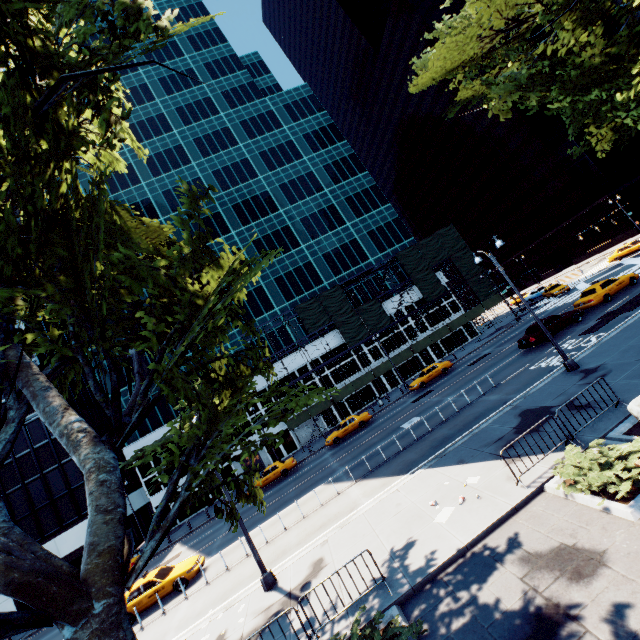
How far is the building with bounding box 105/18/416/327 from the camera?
46.8m

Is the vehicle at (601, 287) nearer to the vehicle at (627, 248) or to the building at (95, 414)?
the vehicle at (627, 248)

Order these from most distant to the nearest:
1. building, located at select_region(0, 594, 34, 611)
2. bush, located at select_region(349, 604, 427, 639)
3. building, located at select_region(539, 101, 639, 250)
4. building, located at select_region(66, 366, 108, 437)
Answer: building, located at select_region(539, 101, 639, 250) < building, located at select_region(66, 366, 108, 437) < building, located at select_region(0, 594, 34, 611) < bush, located at select_region(349, 604, 427, 639)

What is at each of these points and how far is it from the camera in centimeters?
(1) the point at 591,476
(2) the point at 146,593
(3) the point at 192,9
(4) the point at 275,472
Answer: (1) bush, 766cm
(2) vehicle, 1714cm
(3) building, 5722cm
(4) vehicle, 3042cm

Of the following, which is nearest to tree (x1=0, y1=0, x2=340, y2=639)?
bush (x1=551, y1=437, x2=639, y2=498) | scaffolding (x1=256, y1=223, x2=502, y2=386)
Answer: bush (x1=551, y1=437, x2=639, y2=498)

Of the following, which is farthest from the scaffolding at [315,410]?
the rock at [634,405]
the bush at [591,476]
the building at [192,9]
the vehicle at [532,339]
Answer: the rock at [634,405]

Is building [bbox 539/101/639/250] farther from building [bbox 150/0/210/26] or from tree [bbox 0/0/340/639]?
tree [bbox 0/0/340/639]

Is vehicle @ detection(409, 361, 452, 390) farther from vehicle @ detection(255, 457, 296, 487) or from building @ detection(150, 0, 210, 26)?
vehicle @ detection(255, 457, 296, 487)
